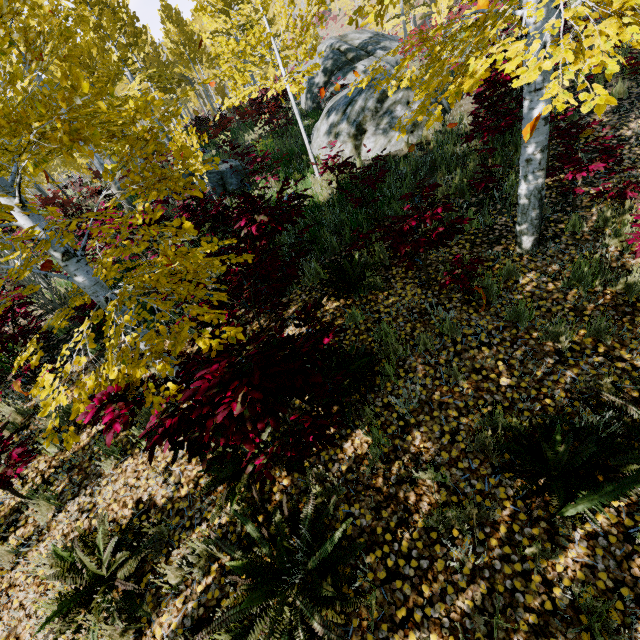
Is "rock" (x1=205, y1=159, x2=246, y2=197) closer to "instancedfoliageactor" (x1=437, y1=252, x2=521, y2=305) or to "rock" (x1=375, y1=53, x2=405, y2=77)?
"instancedfoliageactor" (x1=437, y1=252, x2=521, y2=305)

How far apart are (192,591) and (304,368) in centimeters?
253cm

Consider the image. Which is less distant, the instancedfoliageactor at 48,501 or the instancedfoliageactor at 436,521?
the instancedfoliageactor at 436,521

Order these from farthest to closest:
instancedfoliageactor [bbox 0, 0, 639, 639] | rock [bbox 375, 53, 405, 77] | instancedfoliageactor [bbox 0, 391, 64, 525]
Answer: rock [bbox 375, 53, 405, 77] → instancedfoliageactor [bbox 0, 391, 64, 525] → instancedfoliageactor [bbox 0, 0, 639, 639]

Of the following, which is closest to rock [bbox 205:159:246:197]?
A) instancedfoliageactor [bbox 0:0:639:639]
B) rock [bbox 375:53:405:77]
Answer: instancedfoliageactor [bbox 0:0:639:639]

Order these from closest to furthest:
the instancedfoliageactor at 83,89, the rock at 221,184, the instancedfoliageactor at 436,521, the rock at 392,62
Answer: the instancedfoliageactor at 83,89
the instancedfoliageactor at 436,521
the rock at 221,184
the rock at 392,62

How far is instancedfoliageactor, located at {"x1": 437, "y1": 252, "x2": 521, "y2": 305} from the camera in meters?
3.9 m
